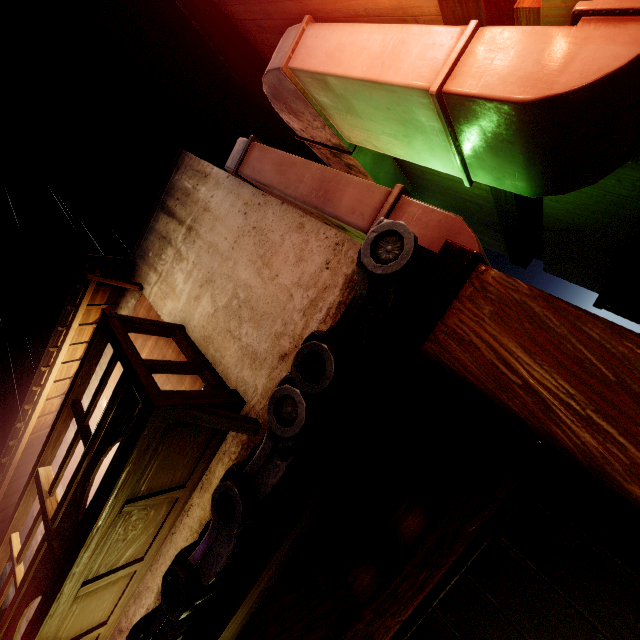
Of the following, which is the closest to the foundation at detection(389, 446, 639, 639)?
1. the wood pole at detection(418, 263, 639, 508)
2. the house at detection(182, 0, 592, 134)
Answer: the wood pole at detection(418, 263, 639, 508)

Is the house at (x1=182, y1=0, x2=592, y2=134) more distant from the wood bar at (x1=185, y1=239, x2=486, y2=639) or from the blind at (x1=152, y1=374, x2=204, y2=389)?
the blind at (x1=152, y1=374, x2=204, y2=389)

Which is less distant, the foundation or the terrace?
the foundation

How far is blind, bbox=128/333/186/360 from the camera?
7.7m

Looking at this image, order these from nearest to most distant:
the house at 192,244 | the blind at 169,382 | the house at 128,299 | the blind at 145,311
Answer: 1. the house at 192,244
2. the blind at 169,382
3. the blind at 145,311
4. the house at 128,299

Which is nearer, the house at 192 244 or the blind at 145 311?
the house at 192 244

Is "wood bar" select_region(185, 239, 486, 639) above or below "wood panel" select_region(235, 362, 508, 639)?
above

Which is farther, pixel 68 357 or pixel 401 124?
pixel 68 357
